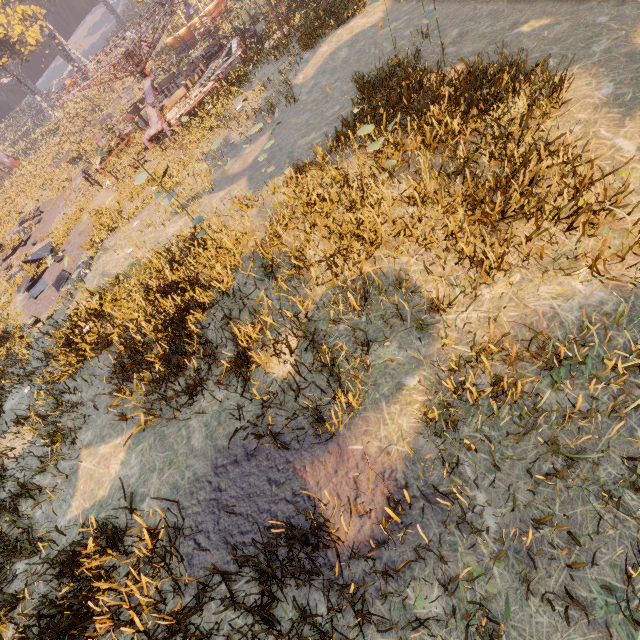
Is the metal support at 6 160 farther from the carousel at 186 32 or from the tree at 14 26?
the carousel at 186 32

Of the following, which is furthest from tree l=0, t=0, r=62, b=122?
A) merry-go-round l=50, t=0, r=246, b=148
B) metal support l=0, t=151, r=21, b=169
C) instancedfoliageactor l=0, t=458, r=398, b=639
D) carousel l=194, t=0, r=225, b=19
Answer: instancedfoliageactor l=0, t=458, r=398, b=639

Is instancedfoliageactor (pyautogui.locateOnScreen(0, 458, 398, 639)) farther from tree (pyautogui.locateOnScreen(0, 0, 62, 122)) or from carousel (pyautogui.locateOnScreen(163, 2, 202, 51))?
tree (pyautogui.locateOnScreen(0, 0, 62, 122))

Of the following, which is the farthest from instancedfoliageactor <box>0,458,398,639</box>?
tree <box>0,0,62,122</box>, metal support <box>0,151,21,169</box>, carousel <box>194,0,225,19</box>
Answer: tree <box>0,0,62,122</box>

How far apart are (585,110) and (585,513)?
5.6 meters

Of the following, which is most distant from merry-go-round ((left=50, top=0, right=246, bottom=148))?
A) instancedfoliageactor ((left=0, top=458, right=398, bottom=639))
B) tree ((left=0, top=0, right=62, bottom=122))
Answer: tree ((left=0, top=0, right=62, bottom=122))

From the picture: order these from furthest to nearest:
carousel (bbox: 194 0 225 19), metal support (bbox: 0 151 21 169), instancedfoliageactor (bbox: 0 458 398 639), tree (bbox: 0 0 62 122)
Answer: metal support (bbox: 0 151 21 169), tree (bbox: 0 0 62 122), carousel (bbox: 194 0 225 19), instancedfoliageactor (bbox: 0 458 398 639)

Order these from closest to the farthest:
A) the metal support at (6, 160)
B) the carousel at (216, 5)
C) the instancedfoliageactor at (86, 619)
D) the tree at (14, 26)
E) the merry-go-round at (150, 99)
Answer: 1. the instancedfoliageactor at (86, 619)
2. the merry-go-round at (150, 99)
3. the carousel at (216, 5)
4. the tree at (14, 26)
5. the metal support at (6, 160)
